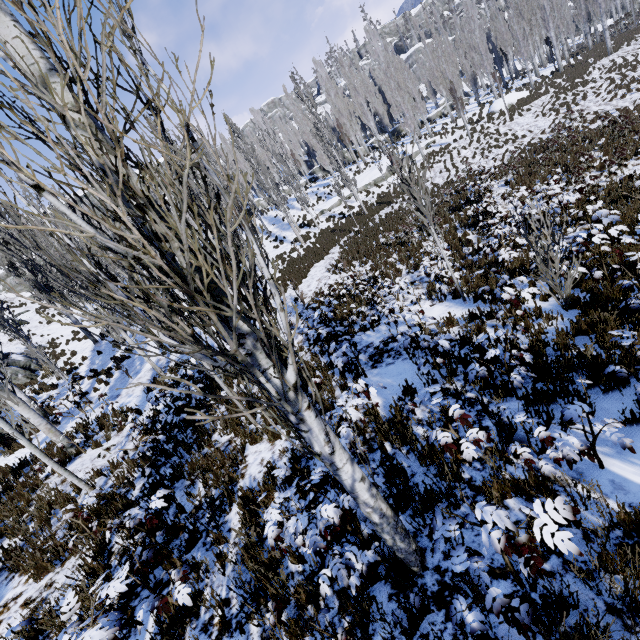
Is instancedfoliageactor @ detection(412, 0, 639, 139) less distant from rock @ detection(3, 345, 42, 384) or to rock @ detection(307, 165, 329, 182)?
rock @ detection(307, 165, 329, 182)

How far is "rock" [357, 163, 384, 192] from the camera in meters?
31.0 m

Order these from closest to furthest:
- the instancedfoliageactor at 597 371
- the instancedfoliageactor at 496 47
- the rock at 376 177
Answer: the instancedfoliageactor at 597 371 < the instancedfoliageactor at 496 47 < the rock at 376 177

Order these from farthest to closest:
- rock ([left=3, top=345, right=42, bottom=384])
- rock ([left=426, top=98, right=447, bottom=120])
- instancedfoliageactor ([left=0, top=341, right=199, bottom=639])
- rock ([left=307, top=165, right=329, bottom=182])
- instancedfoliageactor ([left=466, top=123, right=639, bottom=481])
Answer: rock ([left=307, top=165, right=329, bottom=182]) < rock ([left=426, top=98, right=447, bottom=120]) < rock ([left=3, top=345, right=42, bottom=384]) < instancedfoliageactor ([left=466, top=123, right=639, bottom=481]) < instancedfoliageactor ([left=0, top=341, right=199, bottom=639])

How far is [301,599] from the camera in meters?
3.2 m

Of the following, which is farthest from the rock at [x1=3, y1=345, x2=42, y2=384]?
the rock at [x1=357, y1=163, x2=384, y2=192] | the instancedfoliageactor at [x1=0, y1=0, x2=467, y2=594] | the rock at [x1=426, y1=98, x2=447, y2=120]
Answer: the rock at [x1=357, y1=163, x2=384, y2=192]

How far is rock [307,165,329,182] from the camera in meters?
44.6

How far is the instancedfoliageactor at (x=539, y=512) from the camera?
2.1 meters
